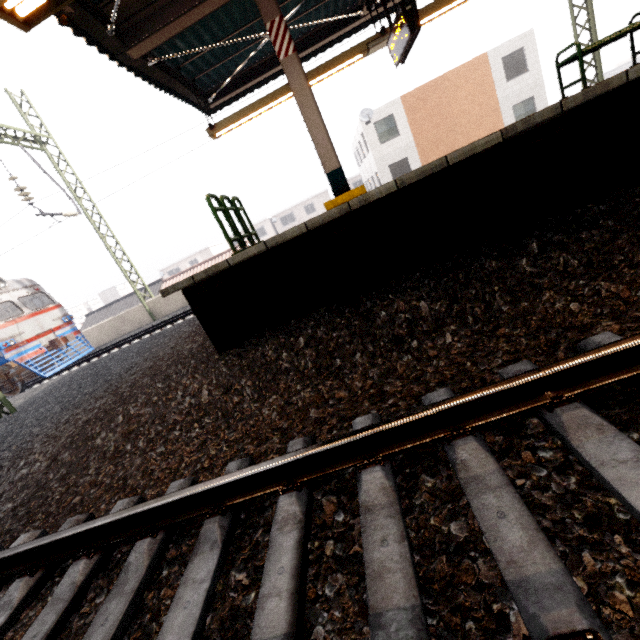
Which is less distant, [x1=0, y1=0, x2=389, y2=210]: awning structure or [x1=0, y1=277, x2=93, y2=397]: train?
[x1=0, y1=0, x2=389, y2=210]: awning structure

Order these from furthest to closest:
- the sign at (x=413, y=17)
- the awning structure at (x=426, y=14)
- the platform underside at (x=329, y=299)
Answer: the awning structure at (x=426, y=14) → the sign at (x=413, y=17) → the platform underside at (x=329, y=299)

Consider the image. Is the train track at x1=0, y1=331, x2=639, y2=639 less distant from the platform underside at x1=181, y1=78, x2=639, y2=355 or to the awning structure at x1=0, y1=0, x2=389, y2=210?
the platform underside at x1=181, y1=78, x2=639, y2=355

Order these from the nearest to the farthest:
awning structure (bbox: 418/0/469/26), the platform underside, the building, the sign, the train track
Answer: the train track → the platform underside → the sign → awning structure (bbox: 418/0/469/26) → the building

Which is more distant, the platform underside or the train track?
the platform underside

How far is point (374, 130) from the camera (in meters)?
22.81

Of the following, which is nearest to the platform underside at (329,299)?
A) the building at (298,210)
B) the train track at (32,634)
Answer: the train track at (32,634)

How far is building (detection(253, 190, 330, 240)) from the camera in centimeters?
4853cm
